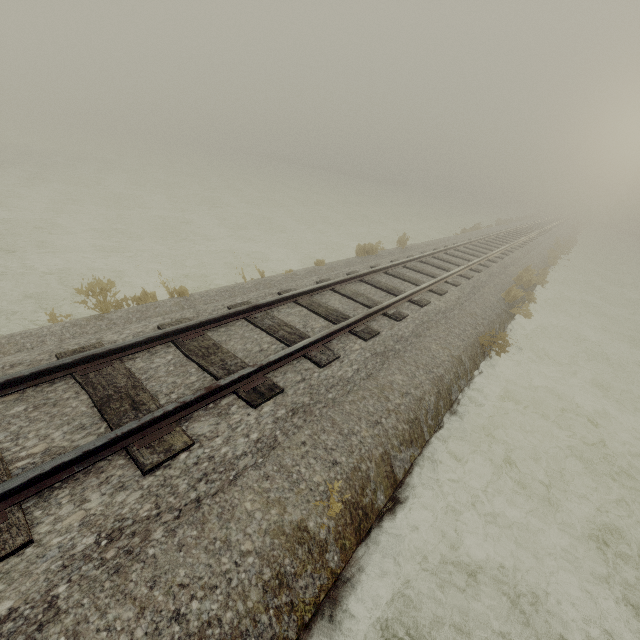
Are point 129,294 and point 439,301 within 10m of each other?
yes
